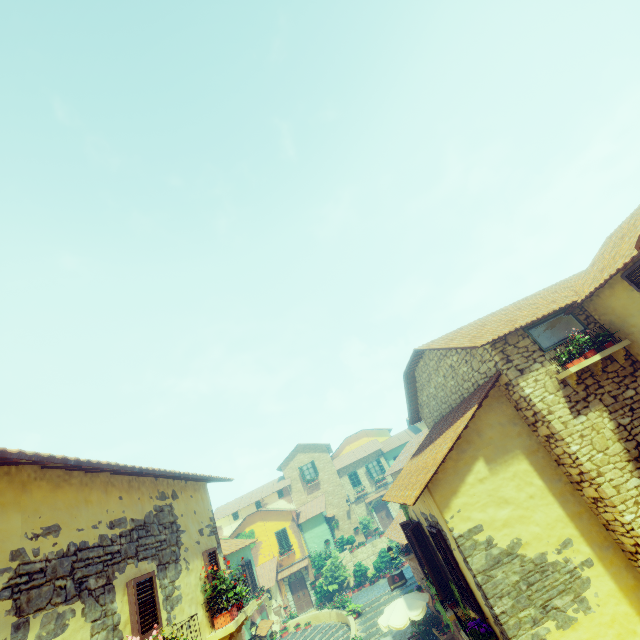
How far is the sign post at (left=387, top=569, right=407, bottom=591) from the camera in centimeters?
1655cm

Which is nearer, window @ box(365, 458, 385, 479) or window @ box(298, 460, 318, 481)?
window @ box(298, 460, 318, 481)

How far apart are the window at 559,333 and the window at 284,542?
30.6 meters

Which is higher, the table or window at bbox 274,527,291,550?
window at bbox 274,527,291,550

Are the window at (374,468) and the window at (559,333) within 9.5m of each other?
no

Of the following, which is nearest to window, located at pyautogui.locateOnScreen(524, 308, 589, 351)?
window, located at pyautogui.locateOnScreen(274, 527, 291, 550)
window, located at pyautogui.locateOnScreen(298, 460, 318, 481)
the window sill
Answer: the window sill

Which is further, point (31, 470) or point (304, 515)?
point (304, 515)

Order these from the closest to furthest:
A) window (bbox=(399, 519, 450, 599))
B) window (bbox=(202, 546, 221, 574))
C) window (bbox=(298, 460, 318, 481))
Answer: window (bbox=(202, 546, 221, 574)) < window (bbox=(399, 519, 450, 599)) < window (bbox=(298, 460, 318, 481))
